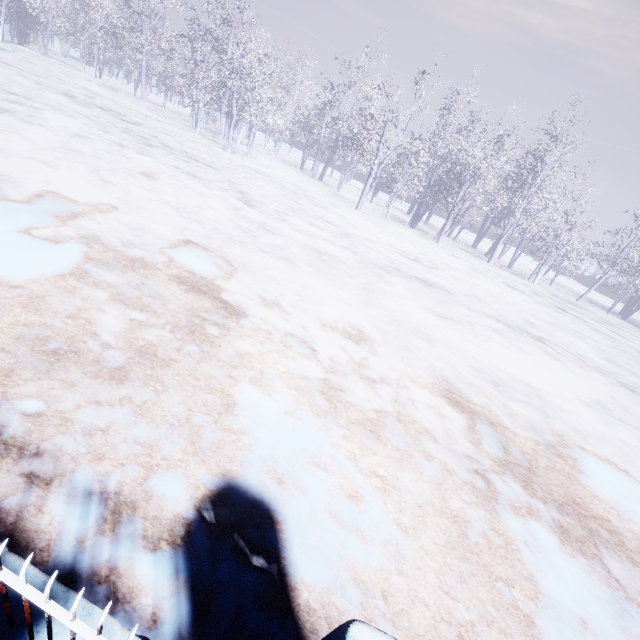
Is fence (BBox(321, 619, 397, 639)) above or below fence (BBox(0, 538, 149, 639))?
above

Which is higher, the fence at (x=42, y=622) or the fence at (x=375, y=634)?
the fence at (x=375, y=634)

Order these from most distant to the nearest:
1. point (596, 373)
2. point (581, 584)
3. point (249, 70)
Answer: point (249, 70) → point (596, 373) → point (581, 584)
